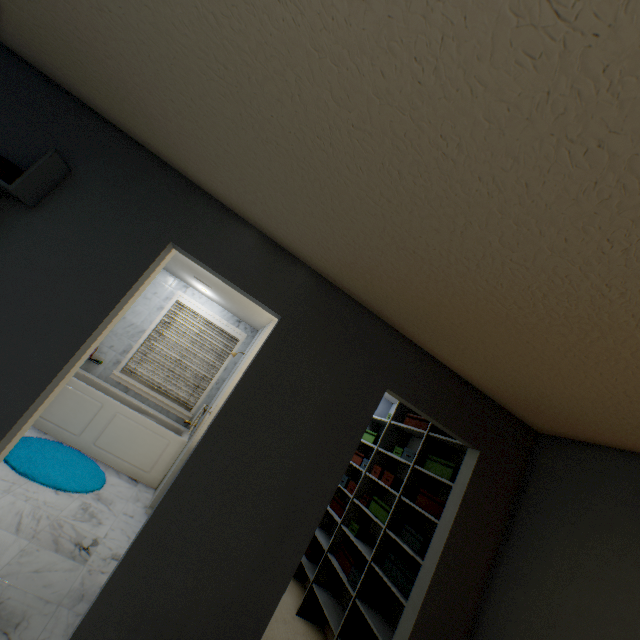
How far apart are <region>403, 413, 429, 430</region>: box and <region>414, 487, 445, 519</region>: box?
0.6m

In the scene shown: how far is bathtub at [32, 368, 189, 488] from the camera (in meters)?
3.84

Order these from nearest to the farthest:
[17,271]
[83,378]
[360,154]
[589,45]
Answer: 1. [589,45]
2. [360,154]
3. [17,271]
4. [83,378]

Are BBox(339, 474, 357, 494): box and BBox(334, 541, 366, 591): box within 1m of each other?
yes

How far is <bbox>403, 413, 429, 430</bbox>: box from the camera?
3.4 meters

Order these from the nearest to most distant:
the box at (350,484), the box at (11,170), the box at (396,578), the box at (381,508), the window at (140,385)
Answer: the box at (11,170) → the box at (396,578) → the box at (381,508) → the box at (350,484) → the window at (140,385)

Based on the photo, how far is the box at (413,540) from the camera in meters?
2.6

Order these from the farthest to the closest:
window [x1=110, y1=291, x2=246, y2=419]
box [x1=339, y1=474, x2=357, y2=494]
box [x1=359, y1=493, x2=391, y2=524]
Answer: window [x1=110, y1=291, x2=246, y2=419] → box [x1=339, y1=474, x2=357, y2=494] → box [x1=359, y1=493, x2=391, y2=524]
